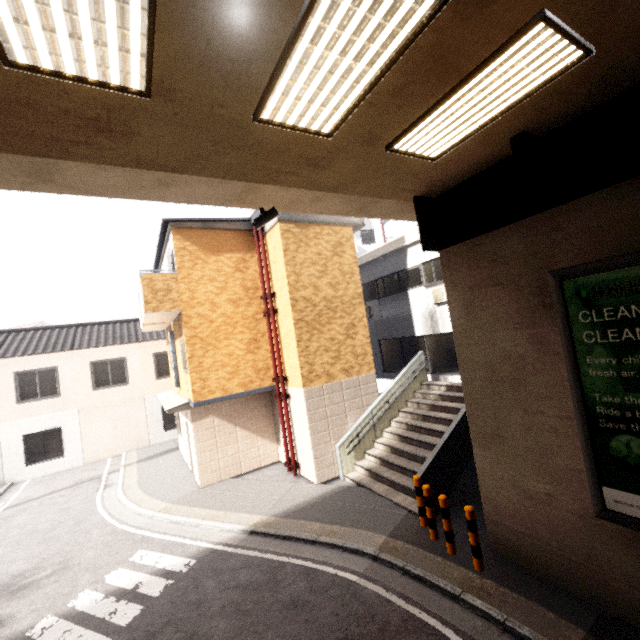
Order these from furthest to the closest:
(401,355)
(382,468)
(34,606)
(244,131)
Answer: (401,355)
(382,468)
(34,606)
(244,131)

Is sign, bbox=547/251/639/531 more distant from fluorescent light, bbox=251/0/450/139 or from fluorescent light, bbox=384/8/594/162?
fluorescent light, bbox=251/0/450/139

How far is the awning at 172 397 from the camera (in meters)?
10.64

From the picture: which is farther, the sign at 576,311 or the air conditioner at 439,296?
the air conditioner at 439,296

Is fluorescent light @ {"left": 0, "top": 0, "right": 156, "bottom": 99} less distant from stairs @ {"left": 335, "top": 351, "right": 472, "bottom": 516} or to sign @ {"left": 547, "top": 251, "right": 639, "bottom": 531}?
sign @ {"left": 547, "top": 251, "right": 639, "bottom": 531}

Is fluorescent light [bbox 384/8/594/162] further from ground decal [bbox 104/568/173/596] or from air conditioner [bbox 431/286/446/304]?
ground decal [bbox 104/568/173/596]

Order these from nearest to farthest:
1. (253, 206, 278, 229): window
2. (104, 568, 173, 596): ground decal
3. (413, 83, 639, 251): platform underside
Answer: (413, 83, 639, 251): platform underside
(253, 206, 278, 229): window
(104, 568, 173, 596): ground decal

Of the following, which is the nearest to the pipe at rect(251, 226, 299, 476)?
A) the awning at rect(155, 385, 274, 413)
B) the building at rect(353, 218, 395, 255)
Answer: the awning at rect(155, 385, 274, 413)
